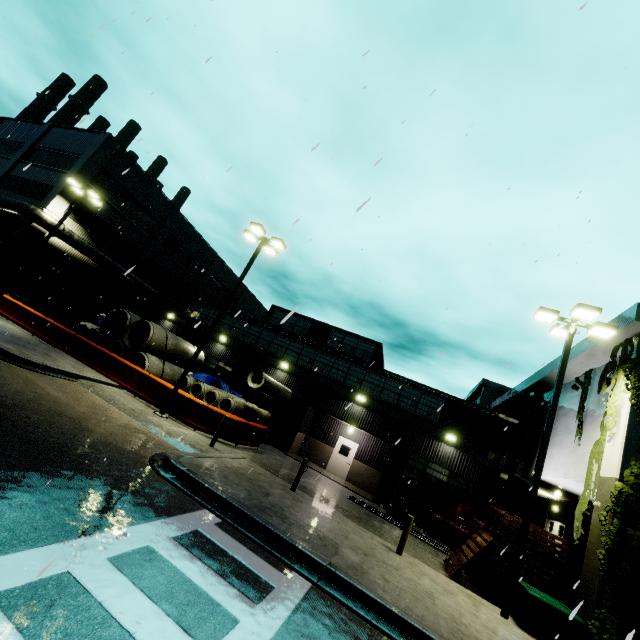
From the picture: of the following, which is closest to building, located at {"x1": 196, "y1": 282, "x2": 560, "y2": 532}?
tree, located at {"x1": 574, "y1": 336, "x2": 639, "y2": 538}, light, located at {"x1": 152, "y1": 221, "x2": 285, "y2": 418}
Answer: tree, located at {"x1": 574, "y1": 336, "x2": 639, "y2": 538}

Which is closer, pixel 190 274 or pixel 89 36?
pixel 89 36

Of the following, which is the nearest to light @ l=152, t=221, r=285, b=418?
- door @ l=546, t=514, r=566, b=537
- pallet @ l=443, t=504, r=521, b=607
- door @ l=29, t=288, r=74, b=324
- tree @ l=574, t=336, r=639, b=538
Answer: tree @ l=574, t=336, r=639, b=538

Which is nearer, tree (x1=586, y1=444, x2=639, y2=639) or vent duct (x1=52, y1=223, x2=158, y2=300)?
tree (x1=586, y1=444, x2=639, y2=639)

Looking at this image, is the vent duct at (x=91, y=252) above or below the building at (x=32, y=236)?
above

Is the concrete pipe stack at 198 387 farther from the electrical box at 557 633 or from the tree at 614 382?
the electrical box at 557 633

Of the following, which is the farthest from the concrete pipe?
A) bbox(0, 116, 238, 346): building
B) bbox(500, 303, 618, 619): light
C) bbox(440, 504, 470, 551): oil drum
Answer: bbox(500, 303, 618, 619): light

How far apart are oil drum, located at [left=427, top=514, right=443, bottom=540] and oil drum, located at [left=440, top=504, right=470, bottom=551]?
0.2 meters
